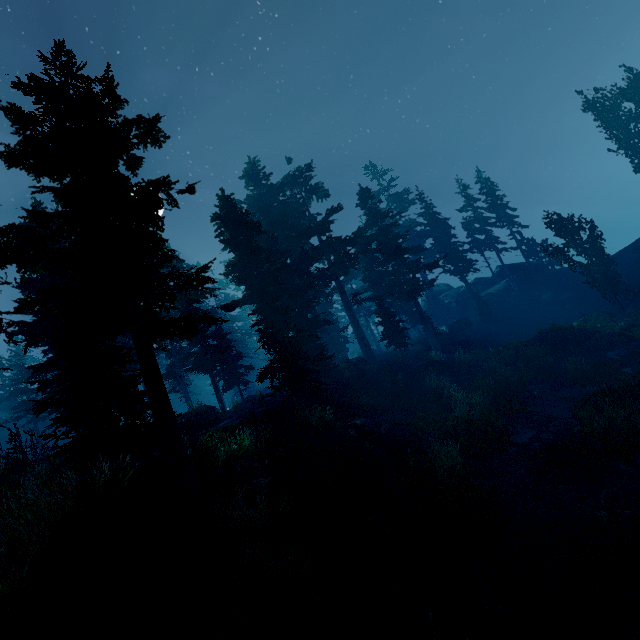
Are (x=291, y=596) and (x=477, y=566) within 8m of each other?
yes

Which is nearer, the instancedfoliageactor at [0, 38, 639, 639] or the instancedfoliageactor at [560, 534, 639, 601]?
the instancedfoliageactor at [560, 534, 639, 601]

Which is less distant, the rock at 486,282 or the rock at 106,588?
the rock at 106,588

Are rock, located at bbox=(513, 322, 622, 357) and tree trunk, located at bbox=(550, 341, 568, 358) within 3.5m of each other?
yes

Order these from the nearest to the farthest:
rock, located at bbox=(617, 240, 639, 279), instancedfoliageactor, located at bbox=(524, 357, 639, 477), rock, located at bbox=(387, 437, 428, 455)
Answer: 1. instancedfoliageactor, located at bbox=(524, 357, 639, 477)
2. rock, located at bbox=(387, 437, 428, 455)
3. rock, located at bbox=(617, 240, 639, 279)

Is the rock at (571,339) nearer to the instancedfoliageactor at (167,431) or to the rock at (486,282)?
the instancedfoliageactor at (167,431)

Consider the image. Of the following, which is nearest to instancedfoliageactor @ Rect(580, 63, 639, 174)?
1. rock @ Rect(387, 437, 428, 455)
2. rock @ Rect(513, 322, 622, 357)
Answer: rock @ Rect(513, 322, 622, 357)

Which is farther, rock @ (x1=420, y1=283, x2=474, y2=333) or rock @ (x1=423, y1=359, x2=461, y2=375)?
rock @ (x1=420, y1=283, x2=474, y2=333)
